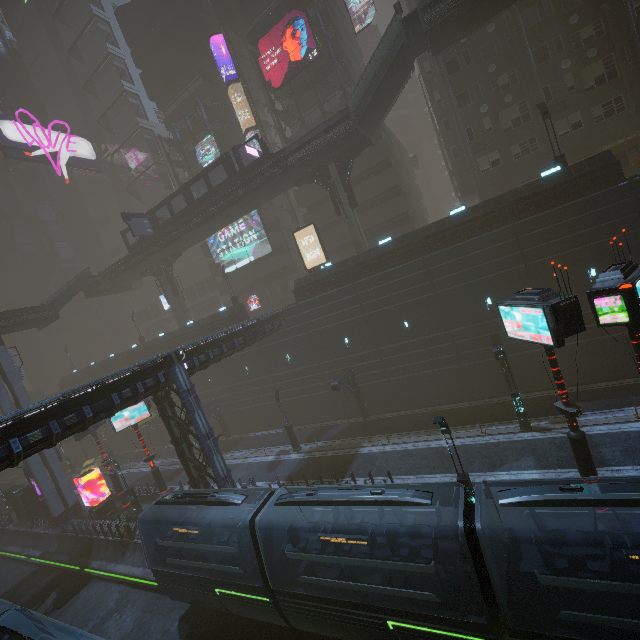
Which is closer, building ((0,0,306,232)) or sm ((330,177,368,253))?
sm ((330,177,368,253))

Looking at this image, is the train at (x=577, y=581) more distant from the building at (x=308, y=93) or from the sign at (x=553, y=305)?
the sign at (x=553, y=305)

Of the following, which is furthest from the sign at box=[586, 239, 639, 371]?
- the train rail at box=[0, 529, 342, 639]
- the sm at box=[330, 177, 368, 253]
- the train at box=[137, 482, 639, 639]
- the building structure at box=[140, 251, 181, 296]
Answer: the building structure at box=[140, 251, 181, 296]

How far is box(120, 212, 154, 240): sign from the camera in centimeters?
3319cm

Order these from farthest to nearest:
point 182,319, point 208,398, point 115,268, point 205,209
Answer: point 182,319 < point 115,268 < point 208,398 < point 205,209

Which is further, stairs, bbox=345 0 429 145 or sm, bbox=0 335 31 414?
sm, bbox=0 335 31 414

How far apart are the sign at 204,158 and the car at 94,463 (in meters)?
40.41

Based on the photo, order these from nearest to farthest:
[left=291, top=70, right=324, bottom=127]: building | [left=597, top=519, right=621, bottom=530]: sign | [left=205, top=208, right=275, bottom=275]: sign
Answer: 1. [left=597, top=519, right=621, bottom=530]: sign
2. [left=291, top=70, right=324, bottom=127]: building
3. [left=205, top=208, right=275, bottom=275]: sign
